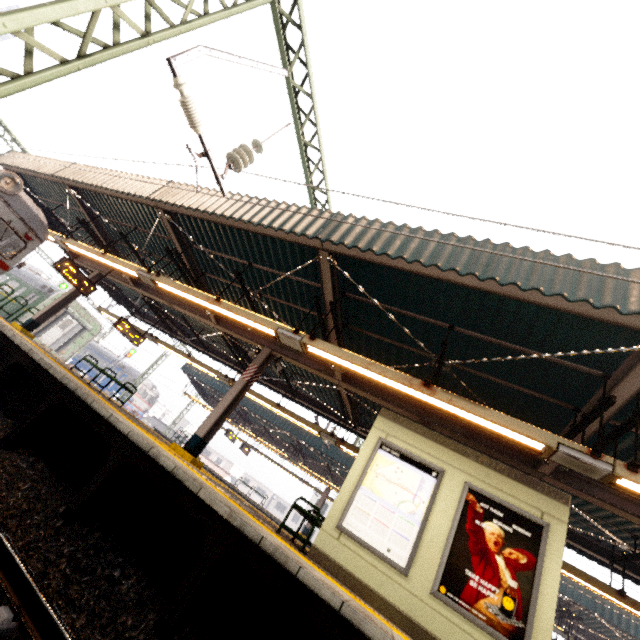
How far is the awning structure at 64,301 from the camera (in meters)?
12.45

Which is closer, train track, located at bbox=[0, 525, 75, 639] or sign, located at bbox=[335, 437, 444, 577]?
train track, located at bbox=[0, 525, 75, 639]

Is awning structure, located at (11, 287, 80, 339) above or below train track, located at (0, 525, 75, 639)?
above

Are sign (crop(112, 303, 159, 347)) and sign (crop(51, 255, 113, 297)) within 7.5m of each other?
yes

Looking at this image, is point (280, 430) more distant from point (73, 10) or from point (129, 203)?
point (73, 10)

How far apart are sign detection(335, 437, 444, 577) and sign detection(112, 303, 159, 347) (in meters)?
11.85

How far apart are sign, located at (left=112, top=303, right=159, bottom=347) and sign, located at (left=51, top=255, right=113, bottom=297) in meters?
1.7

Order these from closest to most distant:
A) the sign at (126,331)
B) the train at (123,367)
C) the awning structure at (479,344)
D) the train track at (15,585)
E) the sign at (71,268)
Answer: the train track at (15,585) < the awning structure at (479,344) < the sign at (71,268) < the sign at (126,331) < the train at (123,367)
